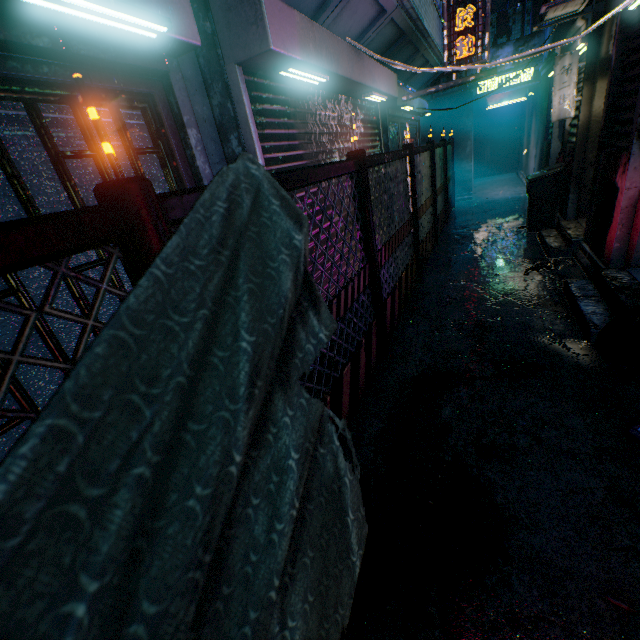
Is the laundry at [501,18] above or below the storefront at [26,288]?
Answer: above

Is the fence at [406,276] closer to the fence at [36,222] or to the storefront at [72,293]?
the storefront at [72,293]

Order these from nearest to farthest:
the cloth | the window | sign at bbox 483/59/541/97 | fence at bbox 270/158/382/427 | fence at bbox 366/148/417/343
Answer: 1. the cloth
2. fence at bbox 270/158/382/427
3. fence at bbox 366/148/417/343
4. sign at bbox 483/59/541/97
5. the window

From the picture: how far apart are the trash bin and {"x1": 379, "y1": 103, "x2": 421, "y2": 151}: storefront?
2.24m

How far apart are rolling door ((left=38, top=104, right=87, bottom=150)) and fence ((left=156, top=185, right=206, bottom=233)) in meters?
0.9

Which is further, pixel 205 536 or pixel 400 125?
pixel 400 125

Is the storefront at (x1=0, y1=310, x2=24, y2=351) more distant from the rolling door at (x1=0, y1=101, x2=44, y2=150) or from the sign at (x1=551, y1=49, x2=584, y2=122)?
the sign at (x1=551, y1=49, x2=584, y2=122)

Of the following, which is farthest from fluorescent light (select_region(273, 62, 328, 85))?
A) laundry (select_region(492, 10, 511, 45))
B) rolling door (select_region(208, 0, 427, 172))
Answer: laundry (select_region(492, 10, 511, 45))
